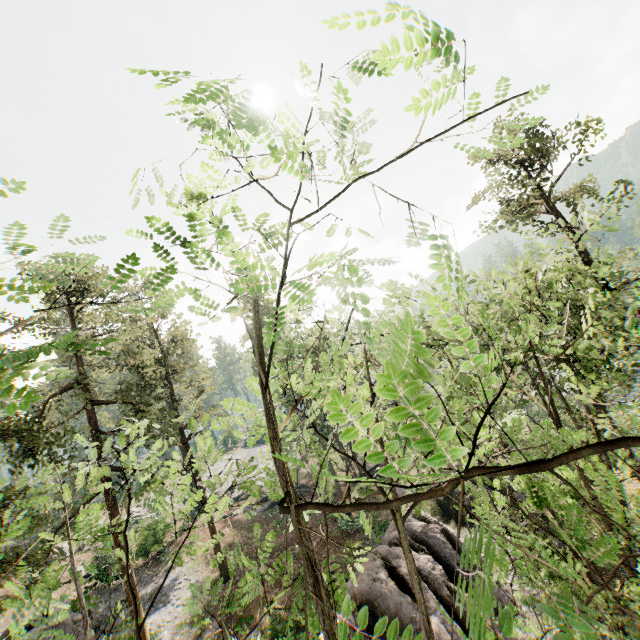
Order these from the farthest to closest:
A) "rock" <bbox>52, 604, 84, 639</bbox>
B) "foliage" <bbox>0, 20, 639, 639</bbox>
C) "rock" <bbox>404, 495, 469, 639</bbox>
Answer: "rock" <bbox>52, 604, 84, 639</bbox>
"rock" <bbox>404, 495, 469, 639</bbox>
"foliage" <bbox>0, 20, 639, 639</bbox>

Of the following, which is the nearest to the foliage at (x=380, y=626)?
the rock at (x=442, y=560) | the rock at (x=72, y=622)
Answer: the rock at (x=442, y=560)

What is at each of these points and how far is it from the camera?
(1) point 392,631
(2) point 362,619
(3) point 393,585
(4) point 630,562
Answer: (1) foliage, 1.69m
(2) foliage, 1.70m
(3) rock, 15.52m
(4) foliage, 11.26m

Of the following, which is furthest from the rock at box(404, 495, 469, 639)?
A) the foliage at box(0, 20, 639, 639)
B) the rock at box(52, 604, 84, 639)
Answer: the rock at box(52, 604, 84, 639)

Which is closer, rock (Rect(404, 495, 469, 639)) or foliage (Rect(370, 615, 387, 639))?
foliage (Rect(370, 615, 387, 639))

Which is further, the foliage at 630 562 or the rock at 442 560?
the rock at 442 560

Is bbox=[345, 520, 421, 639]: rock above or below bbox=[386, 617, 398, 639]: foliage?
below

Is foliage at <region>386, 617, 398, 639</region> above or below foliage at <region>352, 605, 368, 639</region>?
below
